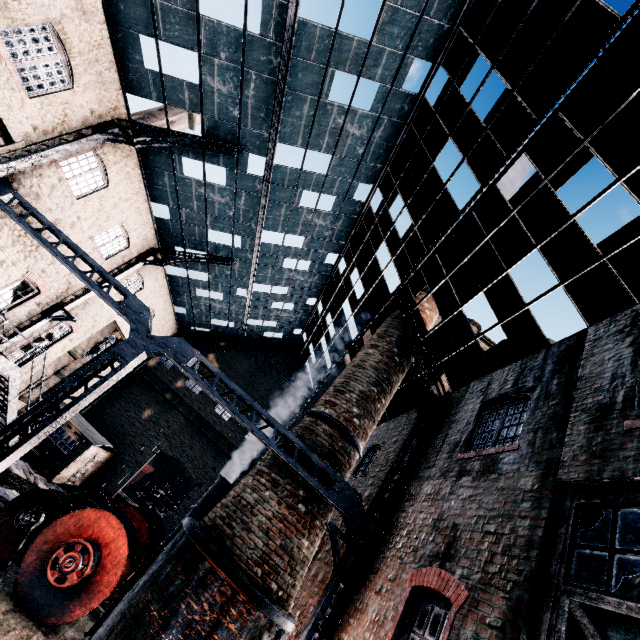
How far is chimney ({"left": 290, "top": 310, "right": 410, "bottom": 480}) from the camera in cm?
1192

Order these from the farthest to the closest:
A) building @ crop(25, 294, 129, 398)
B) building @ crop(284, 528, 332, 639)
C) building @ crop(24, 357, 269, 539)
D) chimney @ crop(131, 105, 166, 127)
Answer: chimney @ crop(131, 105, 166, 127)
building @ crop(24, 357, 269, 539)
building @ crop(25, 294, 129, 398)
building @ crop(284, 528, 332, 639)

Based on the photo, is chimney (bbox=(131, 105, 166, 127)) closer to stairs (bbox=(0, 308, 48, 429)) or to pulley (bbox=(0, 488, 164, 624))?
stairs (bbox=(0, 308, 48, 429))

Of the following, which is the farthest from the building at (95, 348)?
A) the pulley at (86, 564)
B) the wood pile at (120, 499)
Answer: the pulley at (86, 564)

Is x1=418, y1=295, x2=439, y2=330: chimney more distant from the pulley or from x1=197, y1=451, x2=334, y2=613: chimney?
the pulley

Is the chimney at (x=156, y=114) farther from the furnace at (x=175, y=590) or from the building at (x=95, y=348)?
the furnace at (x=175, y=590)

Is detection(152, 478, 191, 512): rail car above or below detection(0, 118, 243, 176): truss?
below

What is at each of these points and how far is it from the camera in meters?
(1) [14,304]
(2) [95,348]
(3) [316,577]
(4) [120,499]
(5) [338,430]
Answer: (1) building, 16.1 m
(2) building, 26.9 m
(3) building, 11.6 m
(4) wood pile, 28.0 m
(5) chimney, 12.2 m
